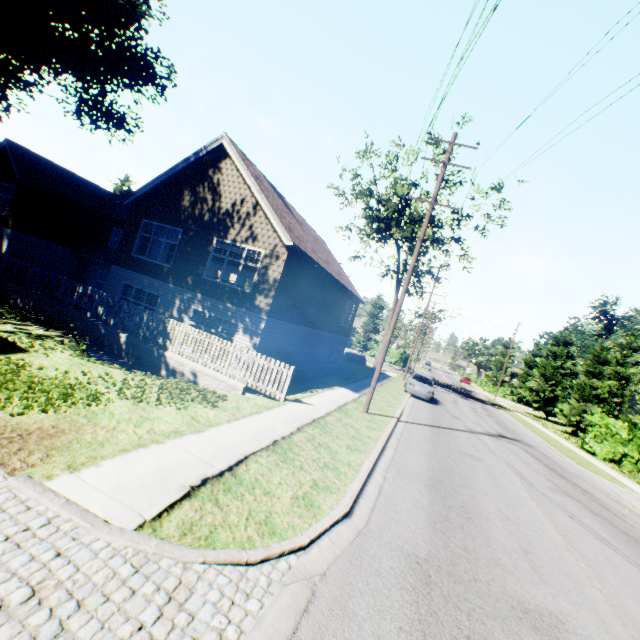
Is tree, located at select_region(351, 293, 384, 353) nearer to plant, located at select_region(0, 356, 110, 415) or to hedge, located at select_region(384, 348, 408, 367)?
A: hedge, located at select_region(384, 348, 408, 367)

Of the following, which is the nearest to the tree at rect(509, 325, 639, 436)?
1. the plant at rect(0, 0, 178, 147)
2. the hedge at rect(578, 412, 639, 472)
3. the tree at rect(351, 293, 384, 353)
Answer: the hedge at rect(578, 412, 639, 472)

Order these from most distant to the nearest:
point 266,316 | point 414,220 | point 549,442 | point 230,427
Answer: point 414,220
point 549,442
point 266,316
point 230,427

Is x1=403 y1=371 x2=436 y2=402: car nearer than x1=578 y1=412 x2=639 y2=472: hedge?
No

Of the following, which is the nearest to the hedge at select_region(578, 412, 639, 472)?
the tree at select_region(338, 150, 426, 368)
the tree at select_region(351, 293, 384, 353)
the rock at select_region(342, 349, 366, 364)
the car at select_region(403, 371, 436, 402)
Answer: the car at select_region(403, 371, 436, 402)

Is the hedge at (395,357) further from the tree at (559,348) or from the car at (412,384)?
the car at (412,384)

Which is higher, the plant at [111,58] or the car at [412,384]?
the plant at [111,58]

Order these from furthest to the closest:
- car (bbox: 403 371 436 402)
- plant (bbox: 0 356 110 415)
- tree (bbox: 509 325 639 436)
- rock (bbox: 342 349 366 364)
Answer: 1. rock (bbox: 342 349 366 364)
2. tree (bbox: 509 325 639 436)
3. car (bbox: 403 371 436 402)
4. plant (bbox: 0 356 110 415)
